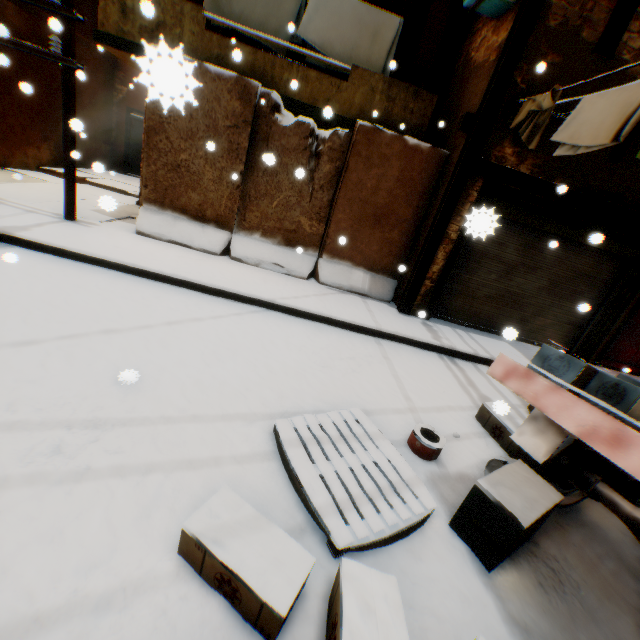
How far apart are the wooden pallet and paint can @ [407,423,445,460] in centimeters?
28cm

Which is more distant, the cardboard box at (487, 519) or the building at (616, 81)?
the building at (616, 81)

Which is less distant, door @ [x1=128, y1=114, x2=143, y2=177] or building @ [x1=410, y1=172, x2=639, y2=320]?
building @ [x1=410, y1=172, x2=639, y2=320]

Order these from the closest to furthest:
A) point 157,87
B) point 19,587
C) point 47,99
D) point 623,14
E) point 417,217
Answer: point 157,87
point 19,587
point 623,14
point 417,217
point 47,99

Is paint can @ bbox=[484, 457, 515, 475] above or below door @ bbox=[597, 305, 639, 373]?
below

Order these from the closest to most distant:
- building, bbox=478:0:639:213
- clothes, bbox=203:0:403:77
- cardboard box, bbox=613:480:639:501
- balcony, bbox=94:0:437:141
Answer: cardboard box, bbox=613:480:639:501 → building, bbox=478:0:639:213 → balcony, bbox=94:0:437:141 → clothes, bbox=203:0:403:77

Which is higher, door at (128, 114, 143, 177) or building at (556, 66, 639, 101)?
building at (556, 66, 639, 101)

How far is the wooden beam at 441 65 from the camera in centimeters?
817cm
